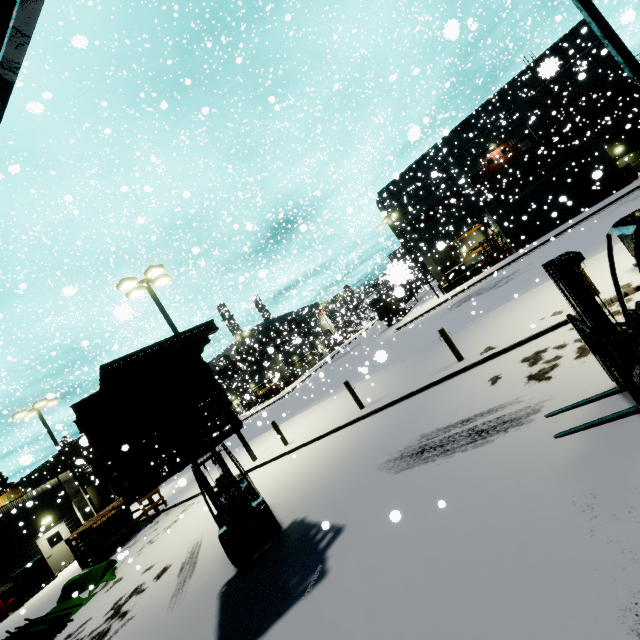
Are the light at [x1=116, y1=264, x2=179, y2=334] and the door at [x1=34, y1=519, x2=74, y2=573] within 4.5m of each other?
no

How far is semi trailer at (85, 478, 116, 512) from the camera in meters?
30.1 m

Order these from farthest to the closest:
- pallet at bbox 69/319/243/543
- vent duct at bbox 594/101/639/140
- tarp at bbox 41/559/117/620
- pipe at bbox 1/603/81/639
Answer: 1. vent duct at bbox 594/101/639/140
2. tarp at bbox 41/559/117/620
3. pipe at bbox 1/603/81/639
4. pallet at bbox 69/319/243/543

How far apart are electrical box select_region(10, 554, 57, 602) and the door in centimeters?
28cm

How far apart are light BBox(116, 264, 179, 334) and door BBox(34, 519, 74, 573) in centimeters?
1595cm

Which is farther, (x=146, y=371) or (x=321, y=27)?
(x=321, y=27)

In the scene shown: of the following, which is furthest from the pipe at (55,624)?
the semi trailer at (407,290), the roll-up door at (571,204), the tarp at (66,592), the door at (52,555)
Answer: the roll-up door at (571,204)

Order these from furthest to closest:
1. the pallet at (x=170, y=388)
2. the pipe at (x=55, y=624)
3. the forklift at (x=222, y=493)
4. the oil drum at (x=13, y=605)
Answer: the oil drum at (x=13, y=605) → the pipe at (x=55, y=624) → the forklift at (x=222, y=493) → the pallet at (x=170, y=388)
